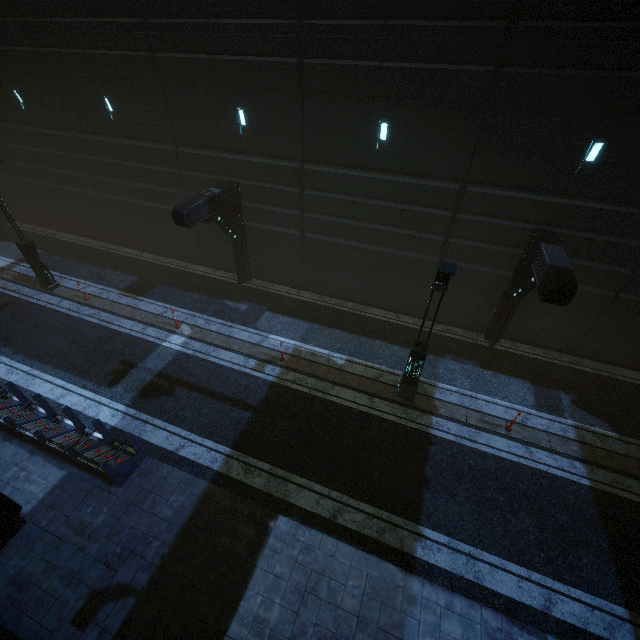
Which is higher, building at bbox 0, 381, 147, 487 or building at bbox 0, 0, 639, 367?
building at bbox 0, 0, 639, 367

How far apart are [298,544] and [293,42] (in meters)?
14.50

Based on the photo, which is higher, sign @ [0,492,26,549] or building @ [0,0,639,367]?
building @ [0,0,639,367]

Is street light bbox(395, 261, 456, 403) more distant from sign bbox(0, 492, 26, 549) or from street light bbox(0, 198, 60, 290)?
street light bbox(0, 198, 60, 290)

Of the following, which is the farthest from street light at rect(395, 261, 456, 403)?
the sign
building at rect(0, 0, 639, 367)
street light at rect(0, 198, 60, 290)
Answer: street light at rect(0, 198, 60, 290)

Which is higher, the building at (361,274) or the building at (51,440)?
the building at (361,274)

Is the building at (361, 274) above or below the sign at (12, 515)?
above

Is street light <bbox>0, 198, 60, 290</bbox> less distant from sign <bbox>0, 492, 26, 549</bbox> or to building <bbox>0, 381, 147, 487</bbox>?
building <bbox>0, 381, 147, 487</bbox>
